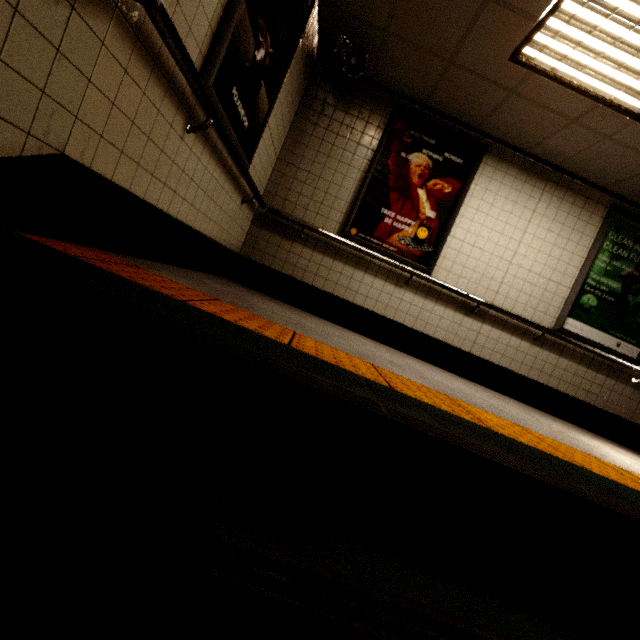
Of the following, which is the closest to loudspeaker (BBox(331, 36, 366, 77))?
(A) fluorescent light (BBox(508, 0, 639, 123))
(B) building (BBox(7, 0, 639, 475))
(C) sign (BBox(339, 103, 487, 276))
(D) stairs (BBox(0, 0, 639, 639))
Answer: (B) building (BBox(7, 0, 639, 475))

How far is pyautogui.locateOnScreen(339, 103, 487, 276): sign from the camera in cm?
403

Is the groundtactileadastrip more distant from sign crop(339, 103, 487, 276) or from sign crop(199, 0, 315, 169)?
sign crop(339, 103, 487, 276)

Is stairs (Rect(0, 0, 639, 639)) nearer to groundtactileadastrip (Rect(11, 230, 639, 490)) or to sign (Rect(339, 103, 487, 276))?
groundtactileadastrip (Rect(11, 230, 639, 490))

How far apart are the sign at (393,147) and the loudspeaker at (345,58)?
0.65m

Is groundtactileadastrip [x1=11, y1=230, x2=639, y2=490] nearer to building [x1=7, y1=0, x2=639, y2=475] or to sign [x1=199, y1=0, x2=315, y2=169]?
building [x1=7, y1=0, x2=639, y2=475]

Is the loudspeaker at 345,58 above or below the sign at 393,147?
above

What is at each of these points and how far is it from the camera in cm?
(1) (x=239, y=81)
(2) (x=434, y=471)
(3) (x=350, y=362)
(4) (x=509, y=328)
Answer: (1) sign, 227
(2) stairs, 90
(3) groundtactileadastrip, 154
(4) building, 427
